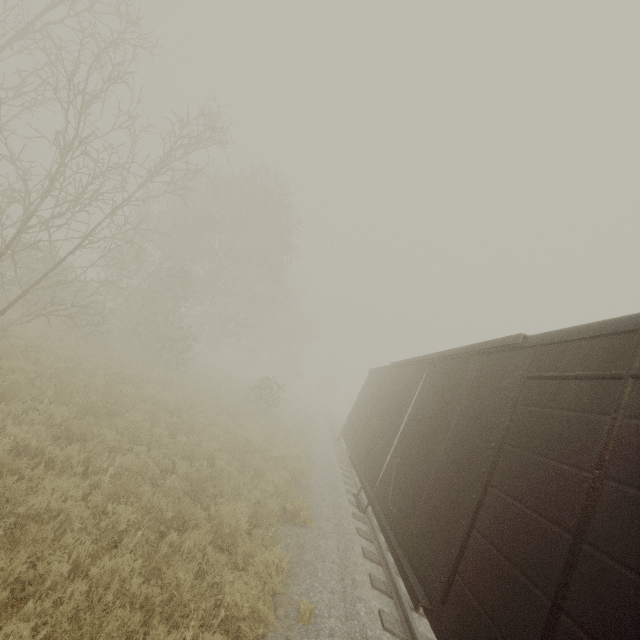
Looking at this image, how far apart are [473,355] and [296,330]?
39.2 meters
